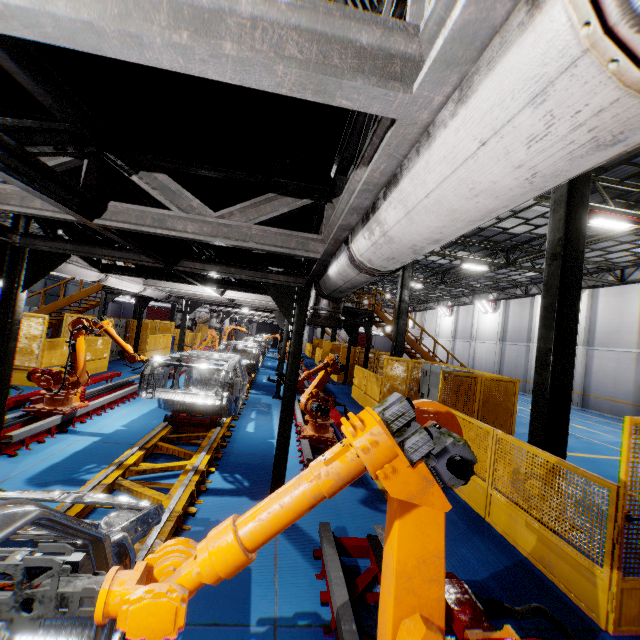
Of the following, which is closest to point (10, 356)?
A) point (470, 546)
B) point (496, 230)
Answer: point (470, 546)

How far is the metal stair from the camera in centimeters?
1496cm

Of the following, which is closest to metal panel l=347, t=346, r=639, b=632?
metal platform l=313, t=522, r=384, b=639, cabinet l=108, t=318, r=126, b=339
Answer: cabinet l=108, t=318, r=126, b=339

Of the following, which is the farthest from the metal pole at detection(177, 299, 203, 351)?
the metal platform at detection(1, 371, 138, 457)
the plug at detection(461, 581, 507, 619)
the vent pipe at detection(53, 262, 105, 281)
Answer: the plug at detection(461, 581, 507, 619)

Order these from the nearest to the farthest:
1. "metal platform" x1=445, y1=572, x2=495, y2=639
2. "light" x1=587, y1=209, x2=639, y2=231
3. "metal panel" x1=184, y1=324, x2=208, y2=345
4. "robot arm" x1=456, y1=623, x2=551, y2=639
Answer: "robot arm" x1=456, y1=623, x2=551, y2=639, "metal platform" x1=445, y1=572, x2=495, y2=639, "light" x1=587, y1=209, x2=639, y2=231, "metal panel" x1=184, y1=324, x2=208, y2=345

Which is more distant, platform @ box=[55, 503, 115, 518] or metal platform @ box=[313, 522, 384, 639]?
platform @ box=[55, 503, 115, 518]

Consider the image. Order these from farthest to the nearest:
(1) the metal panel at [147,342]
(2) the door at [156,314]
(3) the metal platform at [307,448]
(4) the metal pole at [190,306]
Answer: (2) the door at [156,314] < (1) the metal panel at [147,342] < (4) the metal pole at [190,306] < (3) the metal platform at [307,448]

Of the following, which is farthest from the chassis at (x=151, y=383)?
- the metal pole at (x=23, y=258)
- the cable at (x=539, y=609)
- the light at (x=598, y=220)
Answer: the light at (x=598, y=220)
